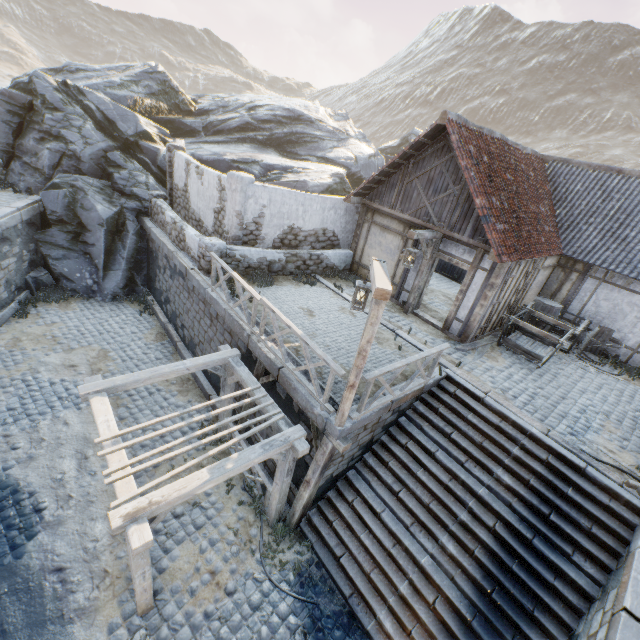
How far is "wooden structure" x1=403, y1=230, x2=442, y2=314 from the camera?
9.37m

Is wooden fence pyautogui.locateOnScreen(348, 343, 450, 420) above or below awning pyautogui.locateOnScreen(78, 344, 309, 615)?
above

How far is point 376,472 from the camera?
7.8m

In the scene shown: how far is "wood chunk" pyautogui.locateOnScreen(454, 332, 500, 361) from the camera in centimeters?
984cm

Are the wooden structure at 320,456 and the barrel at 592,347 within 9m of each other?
no

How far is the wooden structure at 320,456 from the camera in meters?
6.4 m

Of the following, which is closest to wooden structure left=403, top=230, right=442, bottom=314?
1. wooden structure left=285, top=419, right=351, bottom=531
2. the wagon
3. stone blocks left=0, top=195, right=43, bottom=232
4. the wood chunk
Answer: stone blocks left=0, top=195, right=43, bottom=232

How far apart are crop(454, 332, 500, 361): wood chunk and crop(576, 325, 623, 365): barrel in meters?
2.6 m
